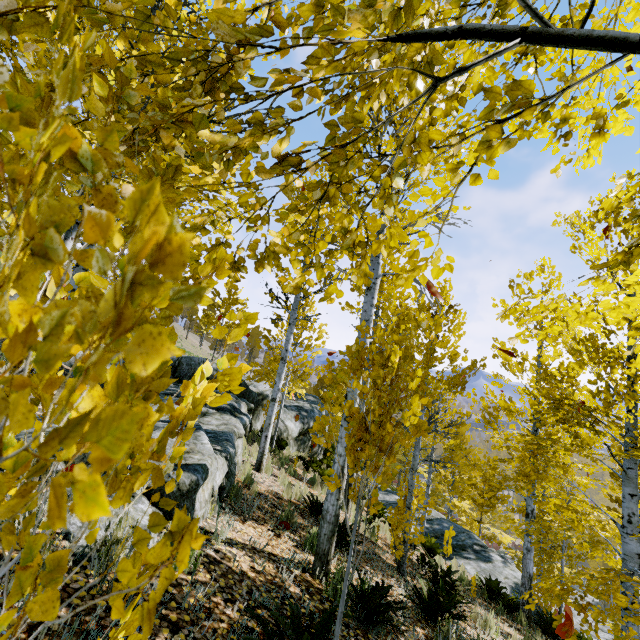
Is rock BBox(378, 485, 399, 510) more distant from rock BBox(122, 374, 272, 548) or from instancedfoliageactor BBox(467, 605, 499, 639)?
rock BBox(122, 374, 272, 548)

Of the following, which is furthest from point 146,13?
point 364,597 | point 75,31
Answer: point 364,597

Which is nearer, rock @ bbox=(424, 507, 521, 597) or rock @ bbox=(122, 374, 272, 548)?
rock @ bbox=(122, 374, 272, 548)

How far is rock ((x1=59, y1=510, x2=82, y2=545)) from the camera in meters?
2.5

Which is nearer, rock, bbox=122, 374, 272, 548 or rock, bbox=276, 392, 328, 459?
rock, bbox=122, 374, 272, 548

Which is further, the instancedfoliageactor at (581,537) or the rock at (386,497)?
the rock at (386,497)

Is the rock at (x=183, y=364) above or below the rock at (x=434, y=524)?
above

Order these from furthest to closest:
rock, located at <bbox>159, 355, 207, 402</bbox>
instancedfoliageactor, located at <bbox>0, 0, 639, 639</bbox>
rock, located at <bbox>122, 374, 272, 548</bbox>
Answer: rock, located at <bbox>159, 355, 207, 402</bbox>, rock, located at <bbox>122, 374, 272, 548</bbox>, instancedfoliageactor, located at <bbox>0, 0, 639, 639</bbox>
